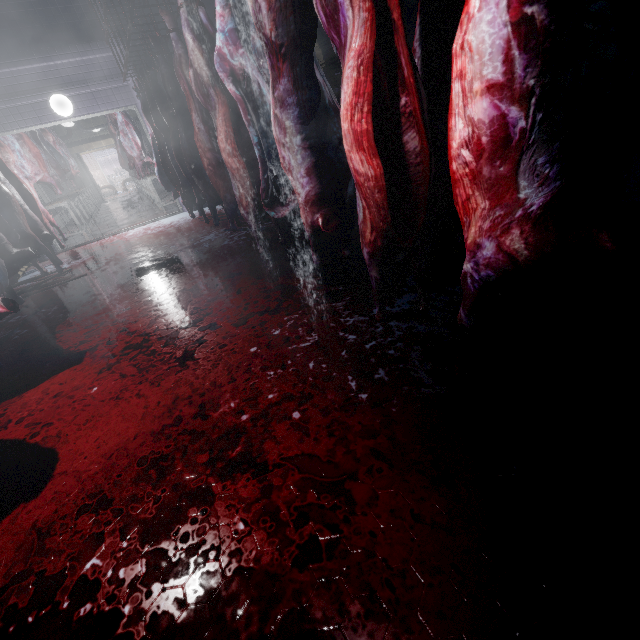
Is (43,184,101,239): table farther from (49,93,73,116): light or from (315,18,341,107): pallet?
(315,18,341,107): pallet

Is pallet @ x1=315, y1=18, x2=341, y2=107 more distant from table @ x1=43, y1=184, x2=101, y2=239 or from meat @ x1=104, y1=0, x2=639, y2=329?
table @ x1=43, y1=184, x2=101, y2=239

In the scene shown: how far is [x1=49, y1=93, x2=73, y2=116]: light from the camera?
5.30m

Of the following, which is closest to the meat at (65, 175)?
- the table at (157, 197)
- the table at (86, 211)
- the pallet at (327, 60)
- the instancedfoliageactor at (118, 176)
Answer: the table at (86, 211)

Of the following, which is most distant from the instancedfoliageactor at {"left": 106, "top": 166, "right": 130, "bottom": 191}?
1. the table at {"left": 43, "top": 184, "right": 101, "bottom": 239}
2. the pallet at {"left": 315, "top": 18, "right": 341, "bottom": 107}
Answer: the pallet at {"left": 315, "top": 18, "right": 341, "bottom": 107}

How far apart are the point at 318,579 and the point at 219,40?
2.9m

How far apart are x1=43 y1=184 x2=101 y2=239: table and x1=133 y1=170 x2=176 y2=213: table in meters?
1.6

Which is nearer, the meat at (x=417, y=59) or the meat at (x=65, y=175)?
the meat at (x=417, y=59)
